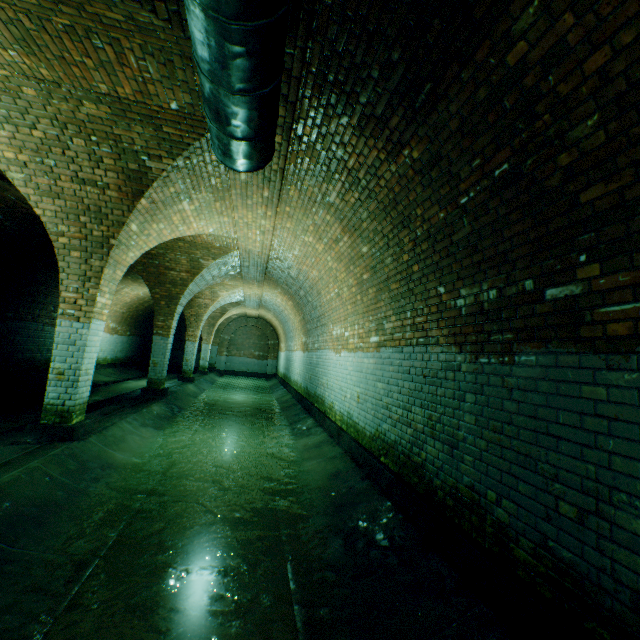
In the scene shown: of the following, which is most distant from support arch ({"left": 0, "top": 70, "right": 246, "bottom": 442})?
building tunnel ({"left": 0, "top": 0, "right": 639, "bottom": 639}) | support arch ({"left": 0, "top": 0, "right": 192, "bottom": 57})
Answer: support arch ({"left": 0, "top": 0, "right": 192, "bottom": 57})

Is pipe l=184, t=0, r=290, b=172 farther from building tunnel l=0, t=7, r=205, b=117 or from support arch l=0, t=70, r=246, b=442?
support arch l=0, t=70, r=246, b=442

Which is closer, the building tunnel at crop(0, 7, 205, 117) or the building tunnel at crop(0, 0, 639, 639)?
the building tunnel at crop(0, 0, 639, 639)

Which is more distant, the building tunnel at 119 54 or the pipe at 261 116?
the building tunnel at 119 54

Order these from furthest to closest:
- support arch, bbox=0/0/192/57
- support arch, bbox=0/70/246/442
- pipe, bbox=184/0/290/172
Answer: support arch, bbox=0/70/246/442
support arch, bbox=0/0/192/57
pipe, bbox=184/0/290/172

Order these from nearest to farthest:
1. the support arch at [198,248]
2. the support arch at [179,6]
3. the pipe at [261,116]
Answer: the pipe at [261,116] < the support arch at [179,6] < the support arch at [198,248]

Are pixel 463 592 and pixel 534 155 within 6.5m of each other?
yes
